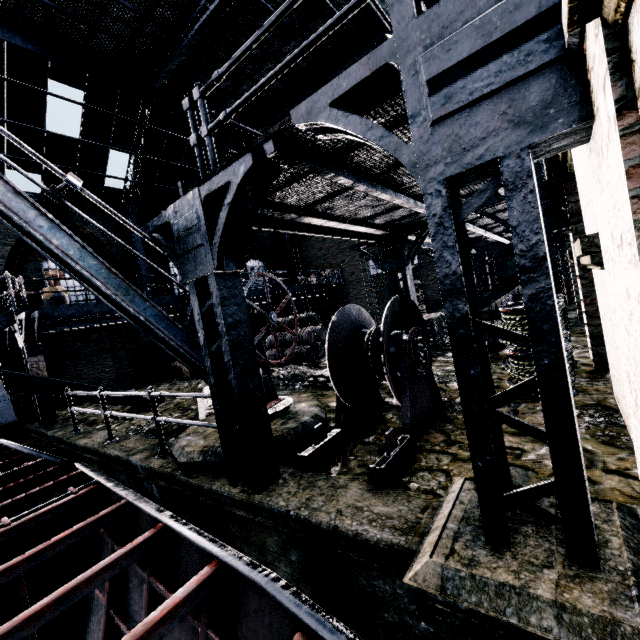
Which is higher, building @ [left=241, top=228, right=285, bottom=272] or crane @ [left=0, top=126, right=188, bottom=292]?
building @ [left=241, top=228, right=285, bottom=272]

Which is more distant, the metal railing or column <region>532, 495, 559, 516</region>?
the metal railing

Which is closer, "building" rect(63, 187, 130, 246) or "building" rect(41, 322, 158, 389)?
"building" rect(41, 322, 158, 389)

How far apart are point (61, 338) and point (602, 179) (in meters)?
18.63

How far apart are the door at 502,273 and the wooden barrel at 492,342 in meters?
10.7

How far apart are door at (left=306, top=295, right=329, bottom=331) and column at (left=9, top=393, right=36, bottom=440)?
17.45m

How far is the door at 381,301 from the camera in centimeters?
2258cm

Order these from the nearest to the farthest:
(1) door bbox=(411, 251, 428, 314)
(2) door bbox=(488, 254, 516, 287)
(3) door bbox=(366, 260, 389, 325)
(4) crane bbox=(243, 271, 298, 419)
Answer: (4) crane bbox=(243, 271, 298, 419)
(2) door bbox=(488, 254, 516, 287)
(1) door bbox=(411, 251, 428, 314)
(3) door bbox=(366, 260, 389, 325)
